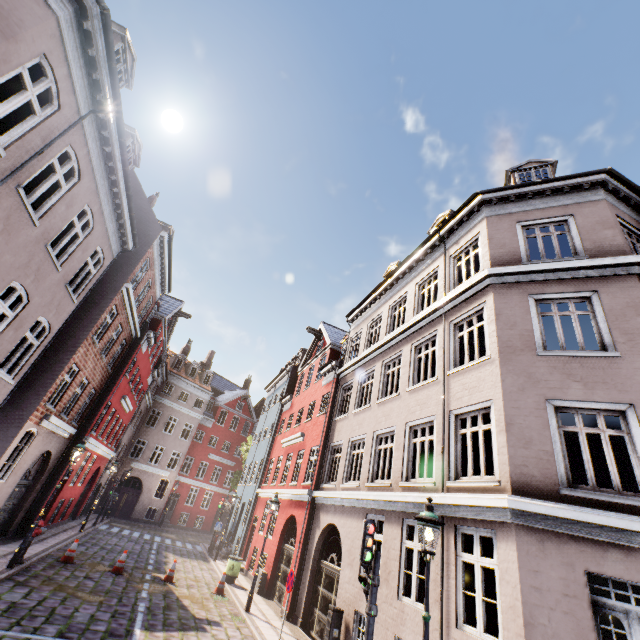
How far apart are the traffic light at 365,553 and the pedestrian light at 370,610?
0.1m

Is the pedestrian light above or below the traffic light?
below

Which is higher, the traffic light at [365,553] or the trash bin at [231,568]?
the traffic light at [365,553]

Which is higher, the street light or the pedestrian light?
the street light

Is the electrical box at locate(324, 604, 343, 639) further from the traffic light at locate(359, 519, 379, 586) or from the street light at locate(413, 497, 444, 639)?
the street light at locate(413, 497, 444, 639)

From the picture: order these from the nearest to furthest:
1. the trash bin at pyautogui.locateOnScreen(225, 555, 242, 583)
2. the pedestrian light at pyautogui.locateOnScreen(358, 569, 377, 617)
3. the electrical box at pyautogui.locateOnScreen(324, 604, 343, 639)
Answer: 1. the pedestrian light at pyautogui.locateOnScreen(358, 569, 377, 617)
2. the electrical box at pyautogui.locateOnScreen(324, 604, 343, 639)
3. the trash bin at pyautogui.locateOnScreen(225, 555, 242, 583)

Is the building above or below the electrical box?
above

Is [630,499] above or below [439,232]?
below
